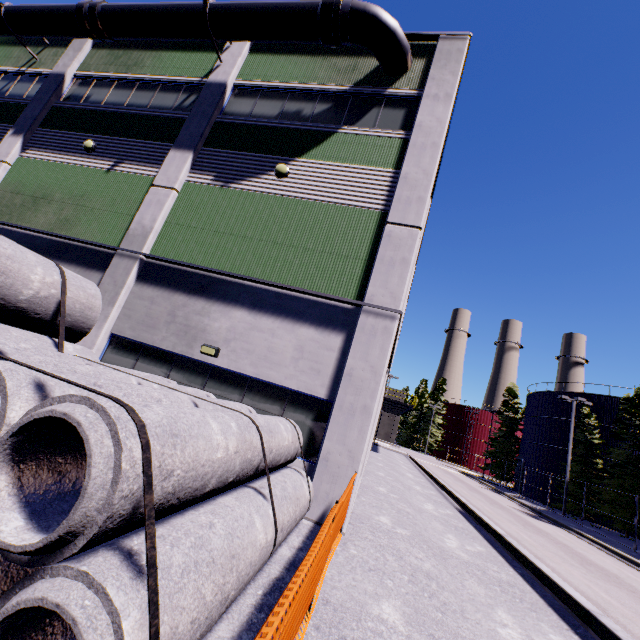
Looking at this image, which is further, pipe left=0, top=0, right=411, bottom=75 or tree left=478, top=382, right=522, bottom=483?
tree left=478, top=382, right=522, bottom=483

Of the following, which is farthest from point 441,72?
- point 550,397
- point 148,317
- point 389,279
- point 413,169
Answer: point 550,397

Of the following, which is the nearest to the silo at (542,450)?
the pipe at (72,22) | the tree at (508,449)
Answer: the tree at (508,449)

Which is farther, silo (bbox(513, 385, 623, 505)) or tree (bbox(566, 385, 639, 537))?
silo (bbox(513, 385, 623, 505))

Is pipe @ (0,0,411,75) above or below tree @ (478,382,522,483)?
above

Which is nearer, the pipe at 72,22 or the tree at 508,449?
the pipe at 72,22

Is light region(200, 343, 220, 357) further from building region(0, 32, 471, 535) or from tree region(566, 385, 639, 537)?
tree region(566, 385, 639, 537)

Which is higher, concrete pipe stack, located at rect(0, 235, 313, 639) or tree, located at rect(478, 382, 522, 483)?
tree, located at rect(478, 382, 522, 483)
